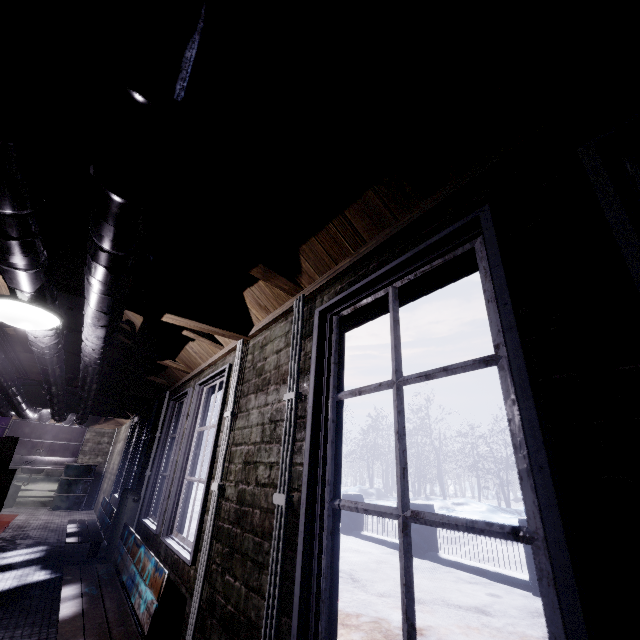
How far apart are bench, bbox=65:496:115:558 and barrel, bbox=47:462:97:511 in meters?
3.2 m

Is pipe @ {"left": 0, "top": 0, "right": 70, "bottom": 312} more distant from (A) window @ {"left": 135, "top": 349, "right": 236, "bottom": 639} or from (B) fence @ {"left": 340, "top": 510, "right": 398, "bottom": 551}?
(B) fence @ {"left": 340, "top": 510, "right": 398, "bottom": 551}

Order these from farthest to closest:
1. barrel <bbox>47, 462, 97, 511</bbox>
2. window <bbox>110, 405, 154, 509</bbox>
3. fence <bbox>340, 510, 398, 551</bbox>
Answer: barrel <bbox>47, 462, 97, 511</bbox>, fence <bbox>340, 510, 398, 551</bbox>, window <bbox>110, 405, 154, 509</bbox>

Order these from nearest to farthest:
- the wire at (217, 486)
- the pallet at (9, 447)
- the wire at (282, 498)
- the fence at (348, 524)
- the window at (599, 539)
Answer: the window at (599, 539), the wire at (282, 498), the wire at (217, 486), the pallet at (9, 447), the fence at (348, 524)

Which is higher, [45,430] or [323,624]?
[45,430]

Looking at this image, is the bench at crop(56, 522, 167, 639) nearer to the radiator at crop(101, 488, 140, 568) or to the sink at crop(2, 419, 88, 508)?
the radiator at crop(101, 488, 140, 568)

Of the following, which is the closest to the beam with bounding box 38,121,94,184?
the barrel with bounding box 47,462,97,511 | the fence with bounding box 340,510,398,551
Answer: the fence with bounding box 340,510,398,551

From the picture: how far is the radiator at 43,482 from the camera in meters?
8.1
